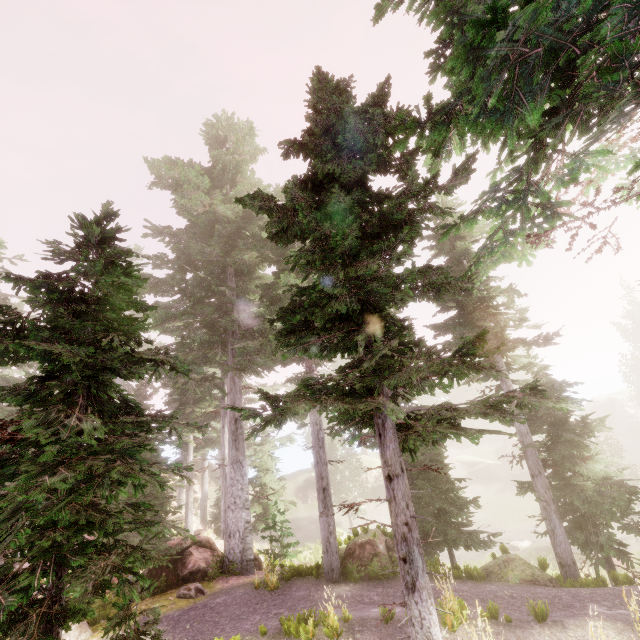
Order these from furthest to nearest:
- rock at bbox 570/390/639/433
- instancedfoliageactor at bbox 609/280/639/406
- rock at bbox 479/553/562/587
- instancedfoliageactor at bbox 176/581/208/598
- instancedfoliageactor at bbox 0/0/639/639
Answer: rock at bbox 570/390/639/433, instancedfoliageactor at bbox 609/280/639/406, instancedfoliageactor at bbox 176/581/208/598, rock at bbox 479/553/562/587, instancedfoliageactor at bbox 0/0/639/639

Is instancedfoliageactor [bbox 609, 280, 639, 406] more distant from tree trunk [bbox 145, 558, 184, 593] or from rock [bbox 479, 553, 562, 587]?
tree trunk [bbox 145, 558, 184, 593]

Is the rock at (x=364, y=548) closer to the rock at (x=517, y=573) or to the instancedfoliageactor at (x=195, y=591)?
the instancedfoliageactor at (x=195, y=591)

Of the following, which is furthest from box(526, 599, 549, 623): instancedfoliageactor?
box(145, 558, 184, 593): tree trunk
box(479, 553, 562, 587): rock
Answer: box(145, 558, 184, 593): tree trunk

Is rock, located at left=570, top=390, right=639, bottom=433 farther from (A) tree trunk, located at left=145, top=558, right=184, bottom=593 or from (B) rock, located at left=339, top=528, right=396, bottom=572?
(A) tree trunk, located at left=145, top=558, right=184, bottom=593

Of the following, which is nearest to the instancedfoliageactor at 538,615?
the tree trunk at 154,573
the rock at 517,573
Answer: the rock at 517,573

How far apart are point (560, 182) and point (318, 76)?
7.5m

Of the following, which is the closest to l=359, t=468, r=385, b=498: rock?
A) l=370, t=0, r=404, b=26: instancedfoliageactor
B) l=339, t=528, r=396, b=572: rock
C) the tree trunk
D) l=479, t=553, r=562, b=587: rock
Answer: l=370, t=0, r=404, b=26: instancedfoliageactor
